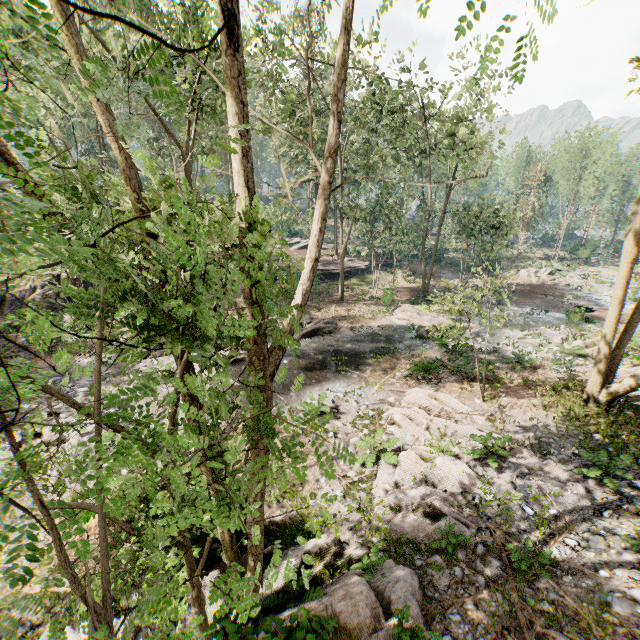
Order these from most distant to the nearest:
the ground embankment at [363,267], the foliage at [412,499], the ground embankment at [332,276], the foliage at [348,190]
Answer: the ground embankment at [363,267] < the ground embankment at [332,276] < the foliage at [412,499] < the foliage at [348,190]

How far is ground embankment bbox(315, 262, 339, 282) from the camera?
37.2m

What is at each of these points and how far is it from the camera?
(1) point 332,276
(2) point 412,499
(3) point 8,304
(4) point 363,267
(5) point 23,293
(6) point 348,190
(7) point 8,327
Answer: (1) ground embankment, 37.56m
(2) foliage, 9.07m
(3) rock, 22.36m
(4) ground embankment, 40.38m
(5) rock, 22.98m
(6) foliage, 26.95m
(7) rock, 21.69m

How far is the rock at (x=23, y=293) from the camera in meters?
22.9

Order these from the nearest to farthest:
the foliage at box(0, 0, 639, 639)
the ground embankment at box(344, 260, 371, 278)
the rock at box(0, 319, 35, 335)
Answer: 1. the foliage at box(0, 0, 639, 639)
2. the rock at box(0, 319, 35, 335)
3. the ground embankment at box(344, 260, 371, 278)

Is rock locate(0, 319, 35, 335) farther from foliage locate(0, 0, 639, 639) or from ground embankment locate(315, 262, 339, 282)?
ground embankment locate(315, 262, 339, 282)
